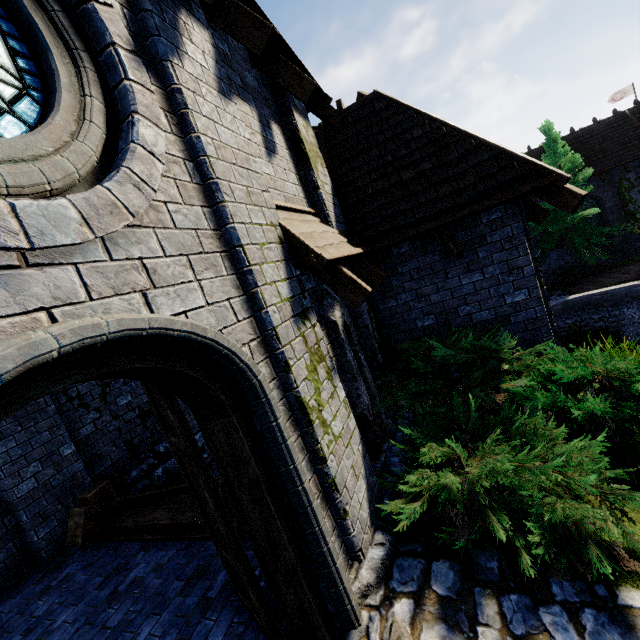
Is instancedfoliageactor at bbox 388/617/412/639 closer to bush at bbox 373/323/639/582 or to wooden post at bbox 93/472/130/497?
bush at bbox 373/323/639/582

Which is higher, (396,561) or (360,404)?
(360,404)

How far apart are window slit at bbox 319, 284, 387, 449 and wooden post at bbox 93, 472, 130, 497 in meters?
5.0

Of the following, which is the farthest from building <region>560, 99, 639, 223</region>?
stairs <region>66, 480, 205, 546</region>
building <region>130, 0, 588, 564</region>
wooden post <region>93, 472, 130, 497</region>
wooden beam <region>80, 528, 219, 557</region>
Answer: wooden post <region>93, 472, 130, 497</region>

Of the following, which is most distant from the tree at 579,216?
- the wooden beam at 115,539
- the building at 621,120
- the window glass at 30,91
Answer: the window glass at 30,91

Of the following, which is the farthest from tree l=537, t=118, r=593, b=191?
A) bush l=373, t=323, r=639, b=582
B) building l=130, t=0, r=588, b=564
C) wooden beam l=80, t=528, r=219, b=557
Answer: wooden beam l=80, t=528, r=219, b=557

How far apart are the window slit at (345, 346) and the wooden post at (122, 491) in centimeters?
497cm

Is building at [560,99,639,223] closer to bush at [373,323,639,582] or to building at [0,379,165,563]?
building at [0,379,165,563]
